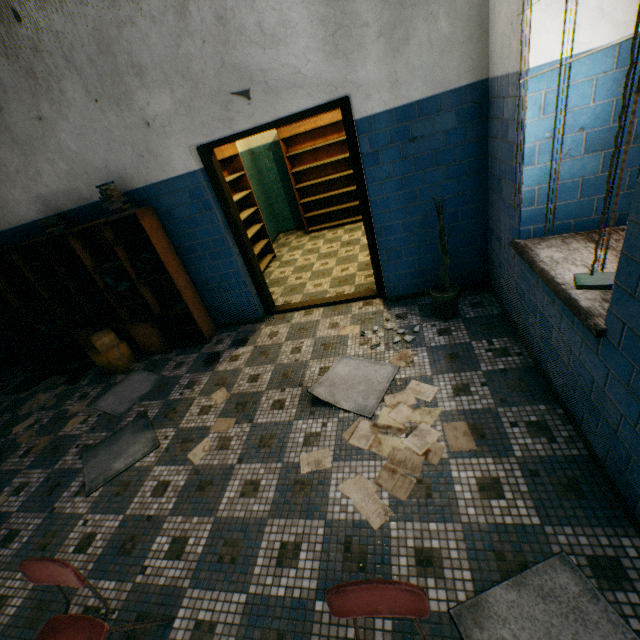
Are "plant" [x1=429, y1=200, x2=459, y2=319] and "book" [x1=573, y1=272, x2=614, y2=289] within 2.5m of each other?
yes

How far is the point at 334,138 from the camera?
6.55m

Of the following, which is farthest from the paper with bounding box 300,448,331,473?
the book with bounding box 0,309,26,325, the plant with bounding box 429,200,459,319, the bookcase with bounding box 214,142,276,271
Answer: the book with bounding box 0,309,26,325

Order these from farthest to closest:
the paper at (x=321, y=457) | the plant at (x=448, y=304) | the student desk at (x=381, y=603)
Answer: the plant at (x=448, y=304) → the paper at (x=321, y=457) → the student desk at (x=381, y=603)

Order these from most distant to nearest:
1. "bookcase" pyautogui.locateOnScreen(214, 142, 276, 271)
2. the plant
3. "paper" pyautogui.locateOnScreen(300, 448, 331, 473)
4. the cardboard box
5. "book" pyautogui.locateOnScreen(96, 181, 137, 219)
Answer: "bookcase" pyautogui.locateOnScreen(214, 142, 276, 271)
the cardboard box
"book" pyautogui.locateOnScreen(96, 181, 137, 219)
the plant
"paper" pyautogui.locateOnScreen(300, 448, 331, 473)

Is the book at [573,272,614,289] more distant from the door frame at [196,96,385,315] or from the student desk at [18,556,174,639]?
the student desk at [18,556,174,639]

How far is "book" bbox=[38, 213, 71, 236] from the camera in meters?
3.7

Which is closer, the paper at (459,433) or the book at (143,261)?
the paper at (459,433)
